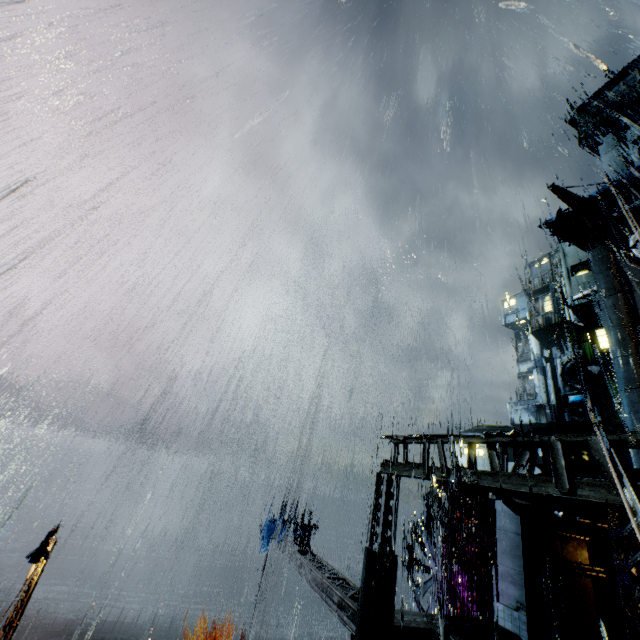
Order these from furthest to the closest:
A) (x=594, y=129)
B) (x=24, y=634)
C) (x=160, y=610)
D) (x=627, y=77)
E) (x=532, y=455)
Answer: (x=24, y=634) → (x=594, y=129) → (x=627, y=77) → (x=160, y=610) → (x=532, y=455)

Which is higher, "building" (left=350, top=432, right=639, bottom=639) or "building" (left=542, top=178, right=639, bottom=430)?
"building" (left=542, top=178, right=639, bottom=430)

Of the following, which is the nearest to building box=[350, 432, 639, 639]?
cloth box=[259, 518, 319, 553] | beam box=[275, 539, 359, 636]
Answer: beam box=[275, 539, 359, 636]

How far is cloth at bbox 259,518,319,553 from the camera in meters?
18.8

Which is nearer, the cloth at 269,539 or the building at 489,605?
the building at 489,605

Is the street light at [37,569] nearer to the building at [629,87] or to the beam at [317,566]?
the building at [629,87]

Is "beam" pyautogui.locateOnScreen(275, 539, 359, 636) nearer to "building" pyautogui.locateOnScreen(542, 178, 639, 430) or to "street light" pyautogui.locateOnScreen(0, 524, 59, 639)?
"building" pyautogui.locateOnScreen(542, 178, 639, 430)

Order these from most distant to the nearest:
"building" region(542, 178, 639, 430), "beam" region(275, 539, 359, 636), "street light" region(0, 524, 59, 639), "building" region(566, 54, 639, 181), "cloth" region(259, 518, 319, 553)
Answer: "building" region(566, 54, 639, 181)
"building" region(542, 178, 639, 430)
"cloth" region(259, 518, 319, 553)
"street light" region(0, 524, 59, 639)
"beam" region(275, 539, 359, 636)
